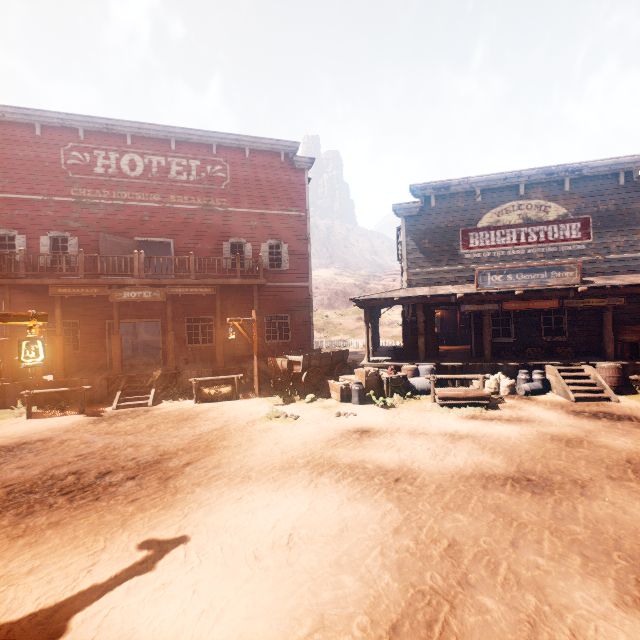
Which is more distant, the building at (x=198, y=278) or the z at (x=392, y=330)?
the z at (x=392, y=330)

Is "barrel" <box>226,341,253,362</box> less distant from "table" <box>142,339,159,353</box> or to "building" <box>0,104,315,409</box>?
"building" <box>0,104,315,409</box>

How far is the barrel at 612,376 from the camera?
10.7 meters

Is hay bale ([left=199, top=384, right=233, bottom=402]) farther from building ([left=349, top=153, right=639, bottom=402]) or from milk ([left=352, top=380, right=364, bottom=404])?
milk ([left=352, top=380, right=364, bottom=404])

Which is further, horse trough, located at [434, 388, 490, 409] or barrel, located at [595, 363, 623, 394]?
barrel, located at [595, 363, 623, 394]

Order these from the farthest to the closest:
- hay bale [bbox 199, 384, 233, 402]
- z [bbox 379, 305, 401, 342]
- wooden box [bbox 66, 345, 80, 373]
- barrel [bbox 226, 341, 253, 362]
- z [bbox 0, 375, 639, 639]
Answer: z [bbox 379, 305, 401, 342] < barrel [bbox 226, 341, 253, 362] < wooden box [bbox 66, 345, 80, 373] < hay bale [bbox 199, 384, 233, 402] < z [bbox 0, 375, 639, 639]

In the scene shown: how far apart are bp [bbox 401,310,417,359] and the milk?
3.74m

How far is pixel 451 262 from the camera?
14.46m
